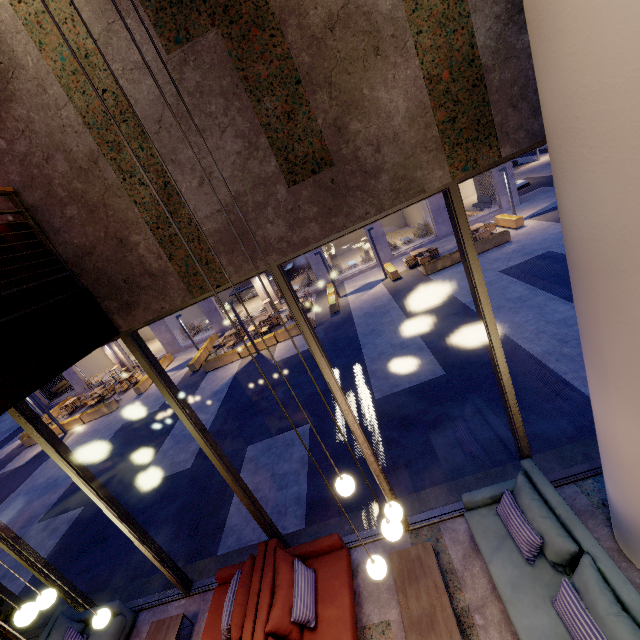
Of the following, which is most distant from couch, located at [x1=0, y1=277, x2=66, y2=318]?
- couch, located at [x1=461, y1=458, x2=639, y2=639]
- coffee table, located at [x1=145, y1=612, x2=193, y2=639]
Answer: couch, located at [x1=461, y1=458, x2=639, y2=639]

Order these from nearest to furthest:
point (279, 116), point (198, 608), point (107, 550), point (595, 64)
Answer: point (595, 64) → point (279, 116) → point (198, 608) → point (107, 550)

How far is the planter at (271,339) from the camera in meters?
15.8 m

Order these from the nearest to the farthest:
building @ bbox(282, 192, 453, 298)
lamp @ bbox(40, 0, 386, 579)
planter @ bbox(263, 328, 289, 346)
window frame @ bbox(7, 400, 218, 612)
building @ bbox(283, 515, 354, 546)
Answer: lamp @ bbox(40, 0, 386, 579) < window frame @ bbox(7, 400, 218, 612) < building @ bbox(283, 515, 354, 546) < planter @ bbox(263, 328, 289, 346) < building @ bbox(282, 192, 453, 298)

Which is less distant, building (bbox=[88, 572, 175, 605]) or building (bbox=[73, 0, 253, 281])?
building (bbox=[73, 0, 253, 281])

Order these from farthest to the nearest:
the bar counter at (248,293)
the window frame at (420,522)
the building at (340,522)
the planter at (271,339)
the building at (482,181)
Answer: the bar counter at (248,293) < the building at (482,181) < the planter at (271,339) < the building at (340,522) < the window frame at (420,522)

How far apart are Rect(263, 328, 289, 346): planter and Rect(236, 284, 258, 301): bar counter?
11.6m

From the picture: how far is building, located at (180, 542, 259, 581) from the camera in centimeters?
580cm
